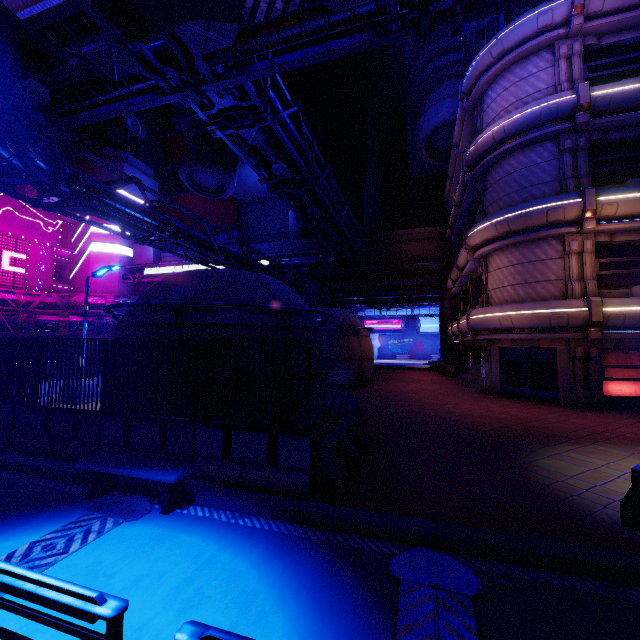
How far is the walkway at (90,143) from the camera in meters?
47.8

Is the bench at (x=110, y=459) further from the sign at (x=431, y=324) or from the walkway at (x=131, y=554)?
the sign at (x=431, y=324)

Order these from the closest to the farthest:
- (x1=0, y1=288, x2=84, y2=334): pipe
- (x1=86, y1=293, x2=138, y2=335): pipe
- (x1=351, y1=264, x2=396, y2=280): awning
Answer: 1. (x1=351, y1=264, x2=396, y2=280): awning
2. (x1=0, y1=288, x2=84, y2=334): pipe
3. (x1=86, y1=293, x2=138, y2=335): pipe

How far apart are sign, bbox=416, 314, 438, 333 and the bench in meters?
49.7 m

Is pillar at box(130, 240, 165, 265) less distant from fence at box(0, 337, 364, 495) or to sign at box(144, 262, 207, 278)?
sign at box(144, 262, 207, 278)

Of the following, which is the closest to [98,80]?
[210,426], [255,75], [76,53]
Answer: [76,53]

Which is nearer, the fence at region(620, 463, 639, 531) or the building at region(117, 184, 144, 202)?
the fence at region(620, 463, 639, 531)

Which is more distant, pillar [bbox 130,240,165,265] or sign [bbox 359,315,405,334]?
sign [bbox 359,315,405,334]
